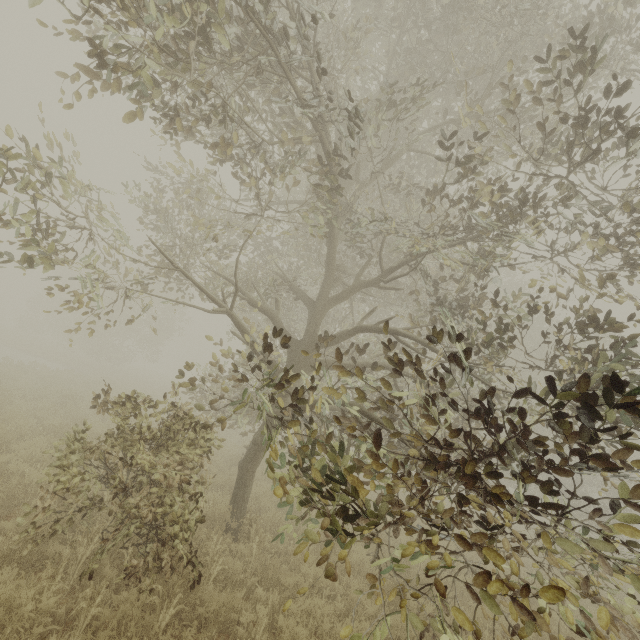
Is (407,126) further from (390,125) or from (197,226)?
(197,226)
